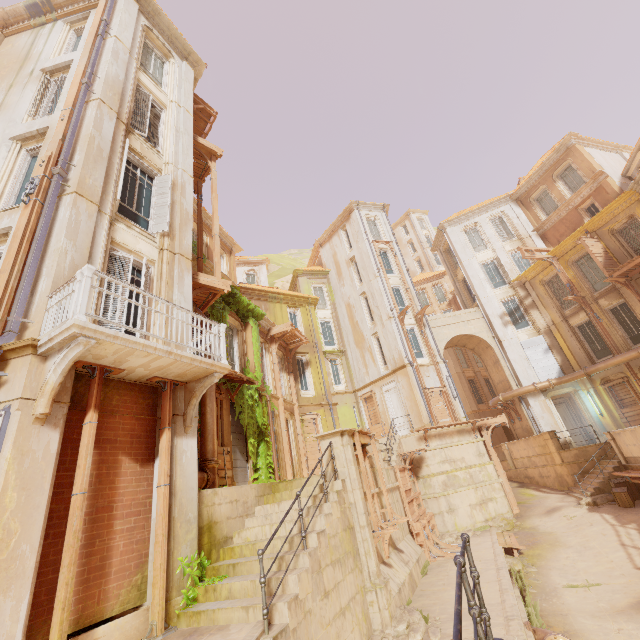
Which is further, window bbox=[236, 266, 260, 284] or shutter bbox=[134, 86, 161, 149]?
window bbox=[236, 266, 260, 284]

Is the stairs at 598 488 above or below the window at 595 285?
below

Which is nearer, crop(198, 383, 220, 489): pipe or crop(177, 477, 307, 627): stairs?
crop(177, 477, 307, 627): stairs

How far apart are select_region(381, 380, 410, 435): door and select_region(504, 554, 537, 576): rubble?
8.7m

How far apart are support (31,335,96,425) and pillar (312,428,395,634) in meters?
6.1

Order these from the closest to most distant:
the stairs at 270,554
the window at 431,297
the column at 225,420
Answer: the stairs at 270,554 < the column at 225,420 < the window at 431,297

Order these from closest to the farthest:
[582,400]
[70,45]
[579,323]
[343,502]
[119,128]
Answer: [343,502]
[119,128]
[70,45]
[582,400]
[579,323]

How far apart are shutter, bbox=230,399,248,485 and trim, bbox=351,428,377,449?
5.1m
